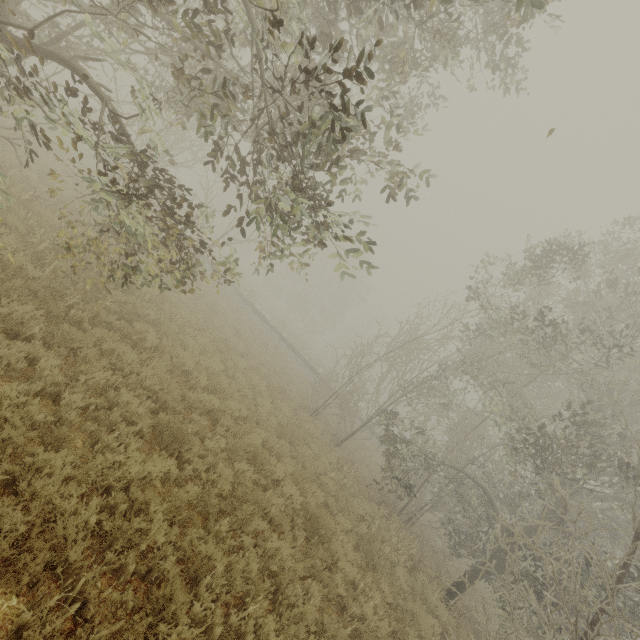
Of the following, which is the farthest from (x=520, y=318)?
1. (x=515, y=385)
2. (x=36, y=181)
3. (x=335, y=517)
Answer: (x=36, y=181)
